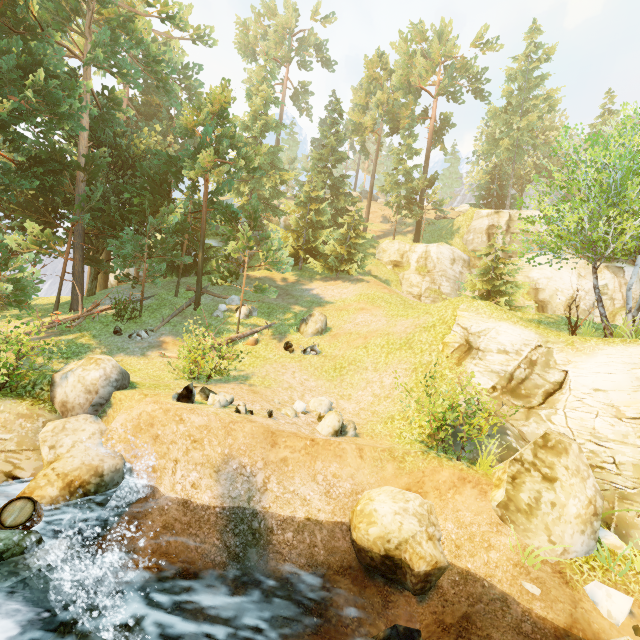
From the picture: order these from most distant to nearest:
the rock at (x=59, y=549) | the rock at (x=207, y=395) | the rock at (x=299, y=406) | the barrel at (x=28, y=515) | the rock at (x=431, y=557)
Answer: the rock at (x=299, y=406) → the rock at (x=207, y=395) → the rock at (x=431, y=557) → the barrel at (x=28, y=515) → the rock at (x=59, y=549)

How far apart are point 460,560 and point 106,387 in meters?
10.6

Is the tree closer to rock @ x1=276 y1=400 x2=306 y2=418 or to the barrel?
rock @ x1=276 y1=400 x2=306 y2=418

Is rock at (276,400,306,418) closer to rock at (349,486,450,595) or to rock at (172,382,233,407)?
rock at (349,486,450,595)

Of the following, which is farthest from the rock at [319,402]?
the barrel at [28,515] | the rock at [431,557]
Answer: the barrel at [28,515]

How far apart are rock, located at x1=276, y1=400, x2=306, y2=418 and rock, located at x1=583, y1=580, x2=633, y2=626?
8.4 meters

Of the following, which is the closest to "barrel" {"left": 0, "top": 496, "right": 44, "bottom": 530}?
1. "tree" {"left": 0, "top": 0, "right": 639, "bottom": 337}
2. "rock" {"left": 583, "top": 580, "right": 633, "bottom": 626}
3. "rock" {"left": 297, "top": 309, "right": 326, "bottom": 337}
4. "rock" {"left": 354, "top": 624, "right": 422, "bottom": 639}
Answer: "rock" {"left": 354, "top": 624, "right": 422, "bottom": 639}

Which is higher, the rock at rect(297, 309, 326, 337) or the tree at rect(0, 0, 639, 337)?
the tree at rect(0, 0, 639, 337)
